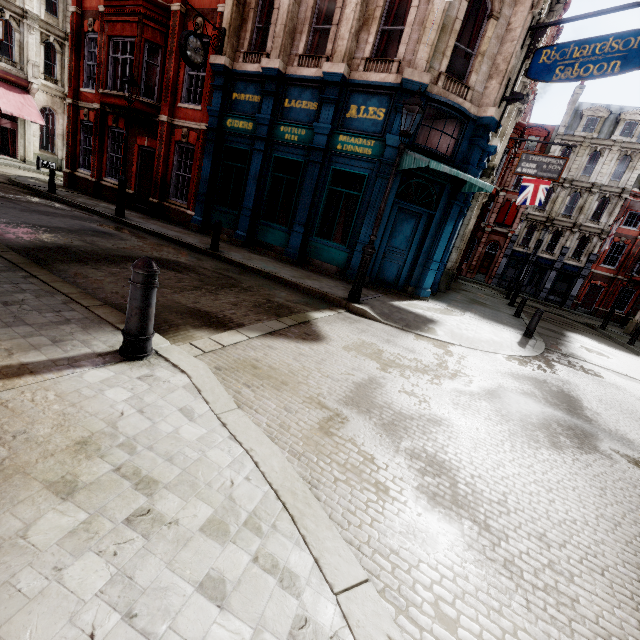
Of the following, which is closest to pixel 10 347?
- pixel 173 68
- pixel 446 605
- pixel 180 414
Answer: pixel 180 414

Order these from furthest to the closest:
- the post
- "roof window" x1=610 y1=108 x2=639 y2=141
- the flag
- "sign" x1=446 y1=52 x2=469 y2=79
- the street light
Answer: "roof window" x1=610 y1=108 x2=639 y2=141 < the flag < "sign" x1=446 y1=52 x2=469 y2=79 < the street light < the post

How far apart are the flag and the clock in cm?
1965

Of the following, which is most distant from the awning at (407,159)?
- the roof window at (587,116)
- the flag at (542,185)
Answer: the roof window at (587,116)

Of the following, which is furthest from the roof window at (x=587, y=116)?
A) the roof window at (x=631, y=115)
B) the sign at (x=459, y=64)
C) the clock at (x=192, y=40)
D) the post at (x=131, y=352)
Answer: the post at (x=131, y=352)

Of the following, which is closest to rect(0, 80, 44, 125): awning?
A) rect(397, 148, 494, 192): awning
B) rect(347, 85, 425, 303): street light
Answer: rect(397, 148, 494, 192): awning

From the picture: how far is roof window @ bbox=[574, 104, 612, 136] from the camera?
32.09m

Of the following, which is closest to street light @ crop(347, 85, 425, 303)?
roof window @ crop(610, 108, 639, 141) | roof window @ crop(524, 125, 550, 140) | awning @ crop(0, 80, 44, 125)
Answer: awning @ crop(0, 80, 44, 125)
